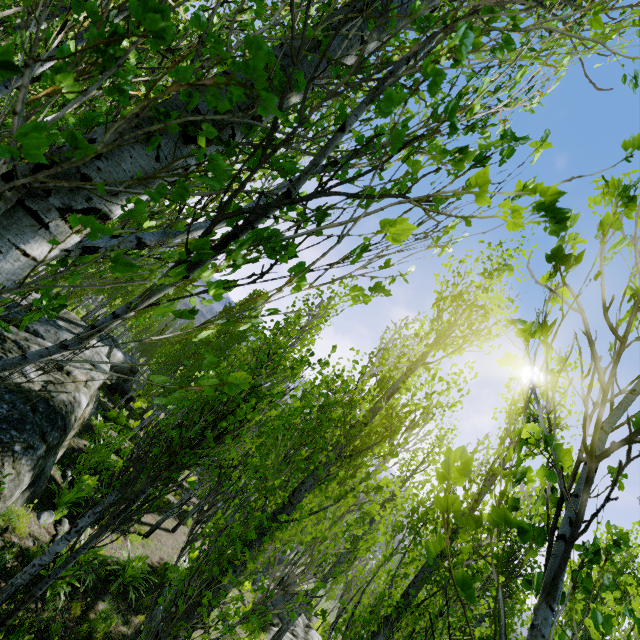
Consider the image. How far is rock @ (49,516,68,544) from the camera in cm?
669

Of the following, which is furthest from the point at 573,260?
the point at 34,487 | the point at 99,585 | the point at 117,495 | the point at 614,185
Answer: the point at 99,585

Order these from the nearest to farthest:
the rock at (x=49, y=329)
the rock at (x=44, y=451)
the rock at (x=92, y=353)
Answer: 1. the rock at (x=44, y=451)
2. the rock at (x=49, y=329)
3. the rock at (x=92, y=353)

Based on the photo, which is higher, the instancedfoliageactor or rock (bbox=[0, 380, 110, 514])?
the instancedfoliageactor

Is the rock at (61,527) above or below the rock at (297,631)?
above

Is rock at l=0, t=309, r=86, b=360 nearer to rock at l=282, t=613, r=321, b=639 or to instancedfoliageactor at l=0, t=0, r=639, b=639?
instancedfoliageactor at l=0, t=0, r=639, b=639

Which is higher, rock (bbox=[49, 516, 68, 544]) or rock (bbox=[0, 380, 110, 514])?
rock (bbox=[0, 380, 110, 514])

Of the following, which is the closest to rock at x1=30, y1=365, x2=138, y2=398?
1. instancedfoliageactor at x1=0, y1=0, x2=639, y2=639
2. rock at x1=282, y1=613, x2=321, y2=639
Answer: instancedfoliageactor at x1=0, y1=0, x2=639, y2=639
